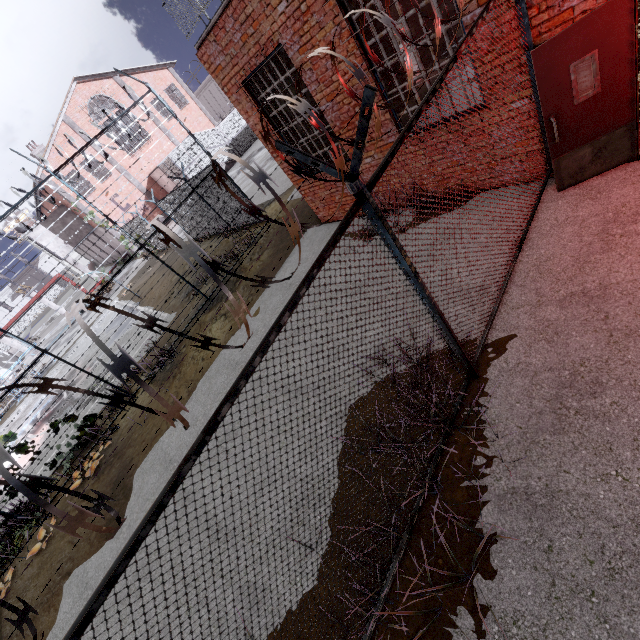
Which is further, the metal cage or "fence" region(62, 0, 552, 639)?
the metal cage

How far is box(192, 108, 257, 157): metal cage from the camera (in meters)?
28.09

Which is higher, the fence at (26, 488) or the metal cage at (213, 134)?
the fence at (26, 488)

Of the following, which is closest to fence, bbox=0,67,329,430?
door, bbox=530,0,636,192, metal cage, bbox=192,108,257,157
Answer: door, bbox=530,0,636,192

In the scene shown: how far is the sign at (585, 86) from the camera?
4.2m

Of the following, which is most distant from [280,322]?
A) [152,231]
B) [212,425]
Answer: [152,231]

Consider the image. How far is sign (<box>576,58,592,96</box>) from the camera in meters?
4.2
